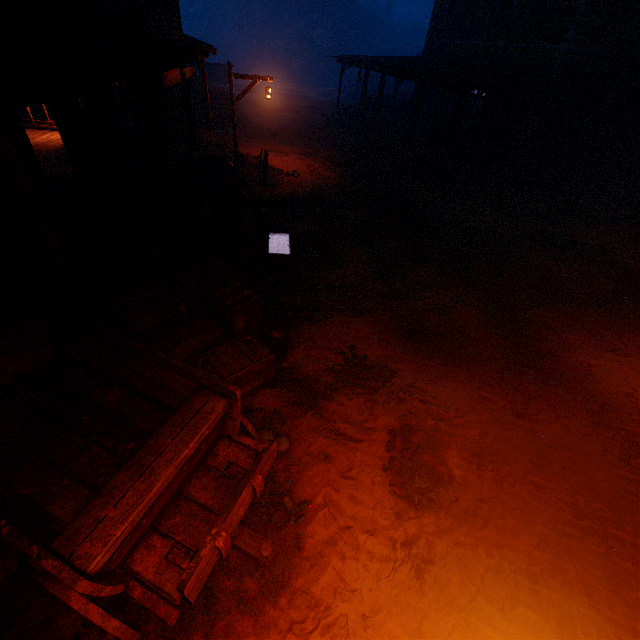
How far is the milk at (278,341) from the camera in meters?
5.1 m

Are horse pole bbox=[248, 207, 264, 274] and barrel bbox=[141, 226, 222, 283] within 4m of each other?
yes

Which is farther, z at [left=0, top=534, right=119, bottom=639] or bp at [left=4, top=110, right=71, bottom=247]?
bp at [left=4, top=110, right=71, bottom=247]

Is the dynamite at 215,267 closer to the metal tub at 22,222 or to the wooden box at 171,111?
the metal tub at 22,222

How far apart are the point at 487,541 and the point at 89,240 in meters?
7.7 m

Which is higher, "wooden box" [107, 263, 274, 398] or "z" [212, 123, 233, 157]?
"wooden box" [107, 263, 274, 398]

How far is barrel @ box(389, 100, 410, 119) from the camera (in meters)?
20.84

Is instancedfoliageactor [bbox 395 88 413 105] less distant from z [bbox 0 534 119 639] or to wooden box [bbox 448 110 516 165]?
z [bbox 0 534 119 639]
